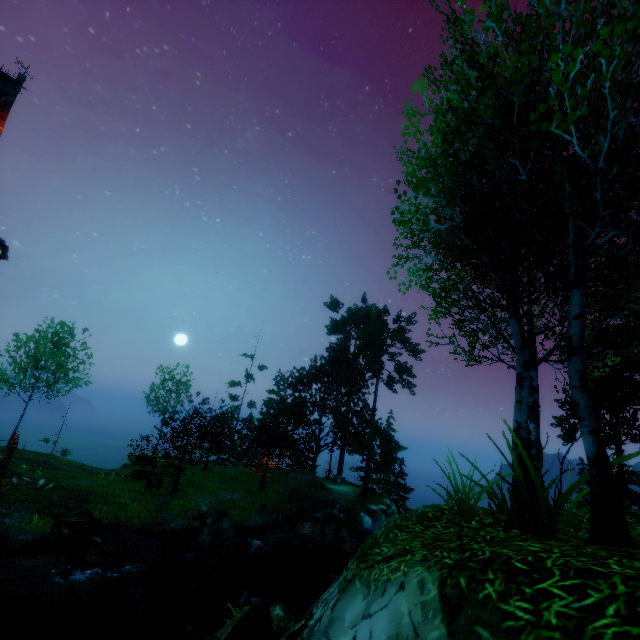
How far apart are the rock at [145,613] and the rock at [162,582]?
0.3m

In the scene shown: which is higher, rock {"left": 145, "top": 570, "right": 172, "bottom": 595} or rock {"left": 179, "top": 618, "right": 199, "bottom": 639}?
rock {"left": 179, "top": 618, "right": 199, "bottom": 639}

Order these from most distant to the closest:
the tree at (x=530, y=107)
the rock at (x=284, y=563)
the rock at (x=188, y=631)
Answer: the rock at (x=284, y=563) < the rock at (x=188, y=631) < the tree at (x=530, y=107)

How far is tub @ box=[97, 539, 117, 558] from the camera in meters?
13.1

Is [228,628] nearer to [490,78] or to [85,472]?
[490,78]

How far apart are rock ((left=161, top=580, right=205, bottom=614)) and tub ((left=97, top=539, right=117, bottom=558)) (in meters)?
2.30

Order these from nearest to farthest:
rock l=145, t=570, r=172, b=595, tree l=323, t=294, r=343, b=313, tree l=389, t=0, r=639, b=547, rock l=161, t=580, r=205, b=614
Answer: tree l=389, t=0, r=639, b=547, rock l=161, t=580, r=205, b=614, rock l=145, t=570, r=172, b=595, tree l=323, t=294, r=343, b=313
